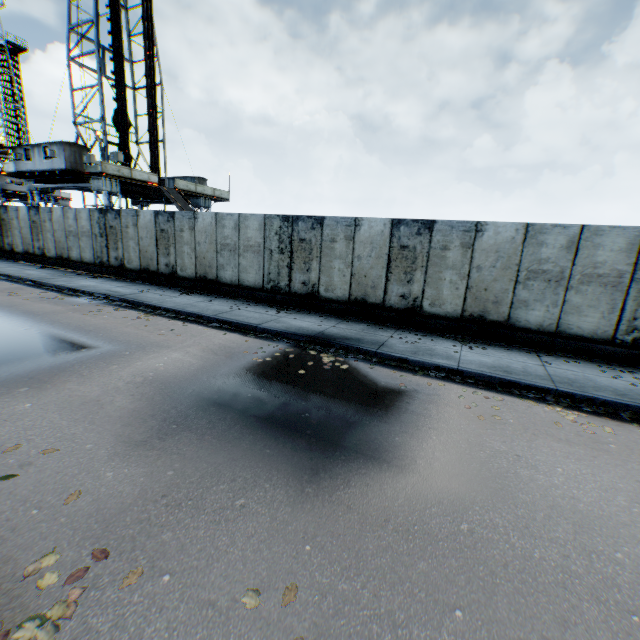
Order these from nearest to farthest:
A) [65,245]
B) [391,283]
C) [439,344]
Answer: [439,344] → [391,283] → [65,245]

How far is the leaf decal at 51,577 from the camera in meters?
2.5 m

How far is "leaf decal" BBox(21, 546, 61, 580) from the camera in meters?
2.6 m
